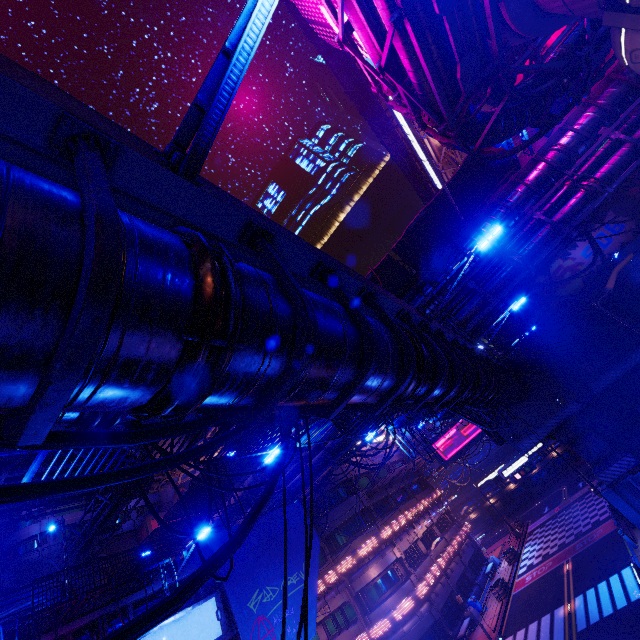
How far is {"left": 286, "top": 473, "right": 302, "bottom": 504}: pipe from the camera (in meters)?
23.82

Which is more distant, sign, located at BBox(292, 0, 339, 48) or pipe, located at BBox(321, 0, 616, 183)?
sign, located at BBox(292, 0, 339, 48)

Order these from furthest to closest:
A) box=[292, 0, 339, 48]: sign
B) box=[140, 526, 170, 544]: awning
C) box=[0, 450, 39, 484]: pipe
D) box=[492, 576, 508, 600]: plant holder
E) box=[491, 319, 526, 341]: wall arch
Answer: box=[491, 319, 526, 341]: wall arch < box=[492, 576, 508, 600]: plant holder < box=[140, 526, 170, 544]: awning < box=[0, 450, 39, 484]: pipe < box=[292, 0, 339, 48]: sign

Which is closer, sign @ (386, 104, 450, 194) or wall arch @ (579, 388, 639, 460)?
wall arch @ (579, 388, 639, 460)

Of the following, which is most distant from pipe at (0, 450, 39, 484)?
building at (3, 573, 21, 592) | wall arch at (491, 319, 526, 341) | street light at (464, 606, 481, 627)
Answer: street light at (464, 606, 481, 627)

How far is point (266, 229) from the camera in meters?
4.2

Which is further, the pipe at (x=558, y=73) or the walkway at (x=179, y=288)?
the pipe at (x=558, y=73)

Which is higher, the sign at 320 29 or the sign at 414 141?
the sign at 414 141
